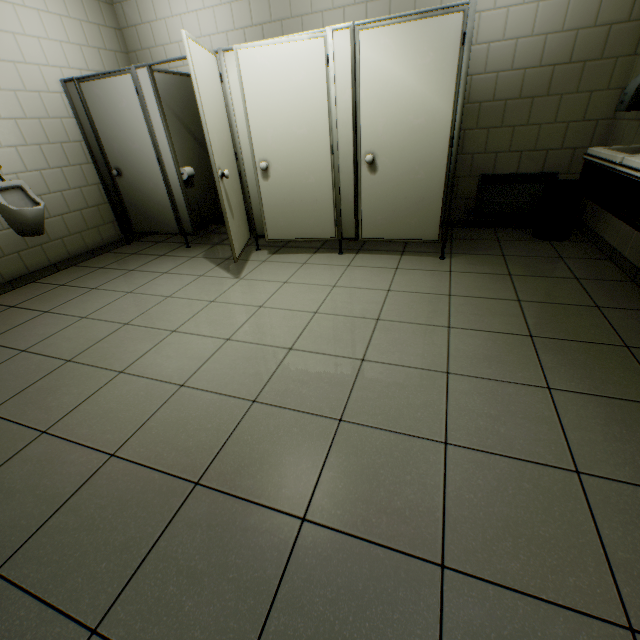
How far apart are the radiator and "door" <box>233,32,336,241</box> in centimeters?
178cm

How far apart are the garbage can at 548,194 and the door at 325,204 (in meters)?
2.22

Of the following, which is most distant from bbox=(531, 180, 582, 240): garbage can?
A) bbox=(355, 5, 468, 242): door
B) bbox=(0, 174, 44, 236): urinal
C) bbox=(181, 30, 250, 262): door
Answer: bbox=(0, 174, 44, 236): urinal

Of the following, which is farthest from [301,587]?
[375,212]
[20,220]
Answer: [20,220]

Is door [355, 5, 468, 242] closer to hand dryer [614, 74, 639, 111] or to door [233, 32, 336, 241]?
door [233, 32, 336, 241]

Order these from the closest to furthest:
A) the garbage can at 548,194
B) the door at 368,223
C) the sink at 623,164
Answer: the sink at 623,164 → the door at 368,223 → the garbage can at 548,194

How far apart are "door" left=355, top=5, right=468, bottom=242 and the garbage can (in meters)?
1.27

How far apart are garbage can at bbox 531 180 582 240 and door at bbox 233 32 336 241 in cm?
222
